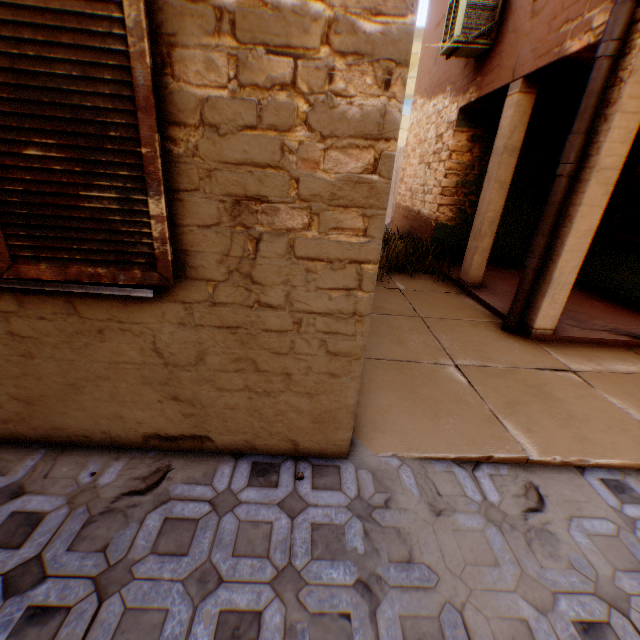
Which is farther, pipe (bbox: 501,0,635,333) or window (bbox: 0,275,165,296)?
pipe (bbox: 501,0,635,333)

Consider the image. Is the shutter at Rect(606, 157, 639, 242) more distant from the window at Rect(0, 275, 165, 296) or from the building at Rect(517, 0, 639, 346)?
the window at Rect(0, 275, 165, 296)

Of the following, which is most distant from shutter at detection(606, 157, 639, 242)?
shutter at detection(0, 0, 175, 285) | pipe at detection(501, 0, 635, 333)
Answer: pipe at detection(501, 0, 635, 333)

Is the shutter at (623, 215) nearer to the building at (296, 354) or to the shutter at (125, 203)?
the building at (296, 354)

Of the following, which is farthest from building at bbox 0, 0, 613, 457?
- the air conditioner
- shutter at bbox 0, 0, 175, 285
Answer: the air conditioner

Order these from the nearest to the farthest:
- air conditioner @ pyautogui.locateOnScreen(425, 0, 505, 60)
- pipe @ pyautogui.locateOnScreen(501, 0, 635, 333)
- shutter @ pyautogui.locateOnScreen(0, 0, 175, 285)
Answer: shutter @ pyautogui.locateOnScreen(0, 0, 175, 285), pipe @ pyautogui.locateOnScreen(501, 0, 635, 333), air conditioner @ pyautogui.locateOnScreen(425, 0, 505, 60)

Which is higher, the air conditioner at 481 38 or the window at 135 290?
the air conditioner at 481 38

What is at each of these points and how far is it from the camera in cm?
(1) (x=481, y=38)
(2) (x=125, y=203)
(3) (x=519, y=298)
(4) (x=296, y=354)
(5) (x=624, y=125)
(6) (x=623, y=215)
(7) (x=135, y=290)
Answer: (1) air conditioner, 567
(2) shutter, 151
(3) pipe, 432
(4) building, 196
(5) building, 335
(6) shutter, 591
(7) window, 170
